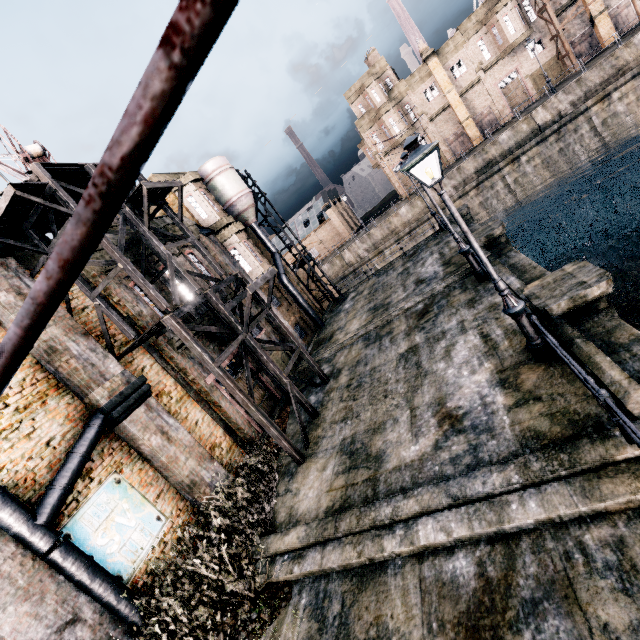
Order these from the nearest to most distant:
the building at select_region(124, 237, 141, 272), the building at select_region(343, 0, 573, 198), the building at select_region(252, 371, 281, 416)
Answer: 1. the building at select_region(124, 237, 141, 272)
2. the building at select_region(252, 371, 281, 416)
3. the building at select_region(343, 0, 573, 198)

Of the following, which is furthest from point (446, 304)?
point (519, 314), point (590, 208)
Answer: point (590, 208)

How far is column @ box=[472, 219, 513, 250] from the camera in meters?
15.4 m

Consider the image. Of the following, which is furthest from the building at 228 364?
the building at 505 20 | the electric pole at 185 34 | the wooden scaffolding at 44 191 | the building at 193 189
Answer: the building at 505 20

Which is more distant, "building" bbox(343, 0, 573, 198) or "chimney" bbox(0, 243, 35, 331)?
"building" bbox(343, 0, 573, 198)

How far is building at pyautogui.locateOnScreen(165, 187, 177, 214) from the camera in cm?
1920

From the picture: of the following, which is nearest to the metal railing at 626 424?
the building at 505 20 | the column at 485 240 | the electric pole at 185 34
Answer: the electric pole at 185 34

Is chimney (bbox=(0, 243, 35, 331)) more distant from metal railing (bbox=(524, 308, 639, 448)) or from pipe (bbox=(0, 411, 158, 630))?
metal railing (bbox=(524, 308, 639, 448))
